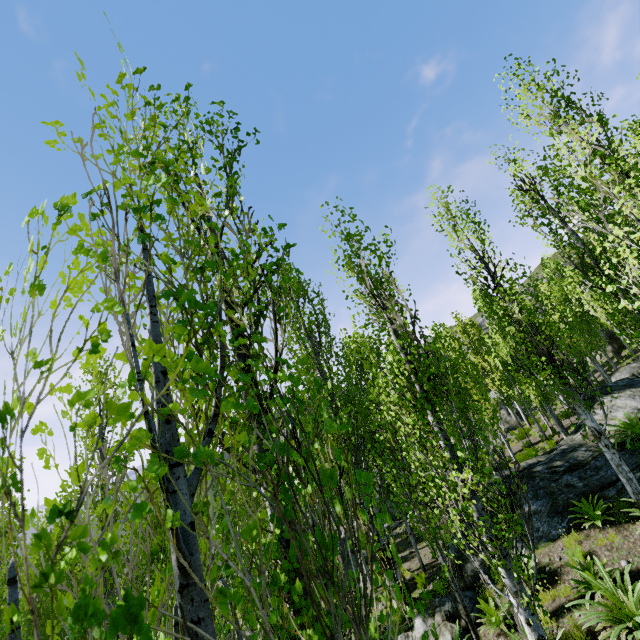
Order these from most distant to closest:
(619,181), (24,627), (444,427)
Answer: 1. (24,627)
2. (619,181)
3. (444,427)

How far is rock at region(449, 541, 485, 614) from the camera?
8.5m

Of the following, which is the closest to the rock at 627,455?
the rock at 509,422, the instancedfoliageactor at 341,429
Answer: the instancedfoliageactor at 341,429

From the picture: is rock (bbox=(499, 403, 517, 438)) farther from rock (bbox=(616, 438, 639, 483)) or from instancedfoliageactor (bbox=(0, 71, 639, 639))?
rock (bbox=(616, 438, 639, 483))

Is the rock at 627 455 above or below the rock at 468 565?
above

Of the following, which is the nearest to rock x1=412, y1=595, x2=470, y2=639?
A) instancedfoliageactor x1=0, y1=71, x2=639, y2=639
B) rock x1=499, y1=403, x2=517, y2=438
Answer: instancedfoliageactor x1=0, y1=71, x2=639, y2=639

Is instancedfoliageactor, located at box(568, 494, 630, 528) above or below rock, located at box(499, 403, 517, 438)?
below
